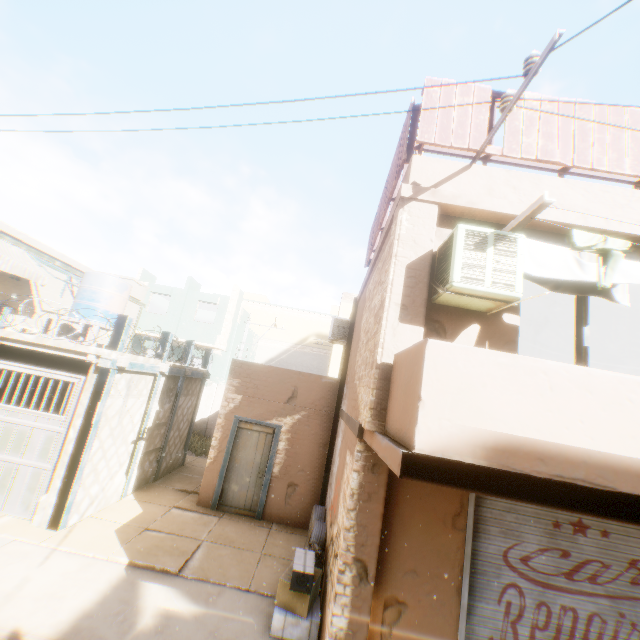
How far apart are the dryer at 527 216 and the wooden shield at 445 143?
0.48m

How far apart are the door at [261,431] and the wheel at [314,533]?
0.39m

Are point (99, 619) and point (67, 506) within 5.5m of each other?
yes

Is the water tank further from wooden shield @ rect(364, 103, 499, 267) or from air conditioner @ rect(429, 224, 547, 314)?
air conditioner @ rect(429, 224, 547, 314)

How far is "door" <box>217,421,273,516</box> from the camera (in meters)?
8.96

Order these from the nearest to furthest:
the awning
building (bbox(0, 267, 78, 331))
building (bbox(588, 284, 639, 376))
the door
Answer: building (bbox(588, 284, 639, 376)), the door, the awning, building (bbox(0, 267, 78, 331))

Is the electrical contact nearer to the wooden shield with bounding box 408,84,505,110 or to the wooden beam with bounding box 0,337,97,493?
the wooden shield with bounding box 408,84,505,110

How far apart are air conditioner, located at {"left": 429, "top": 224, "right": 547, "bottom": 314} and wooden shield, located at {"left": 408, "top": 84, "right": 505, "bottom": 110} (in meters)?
0.61
